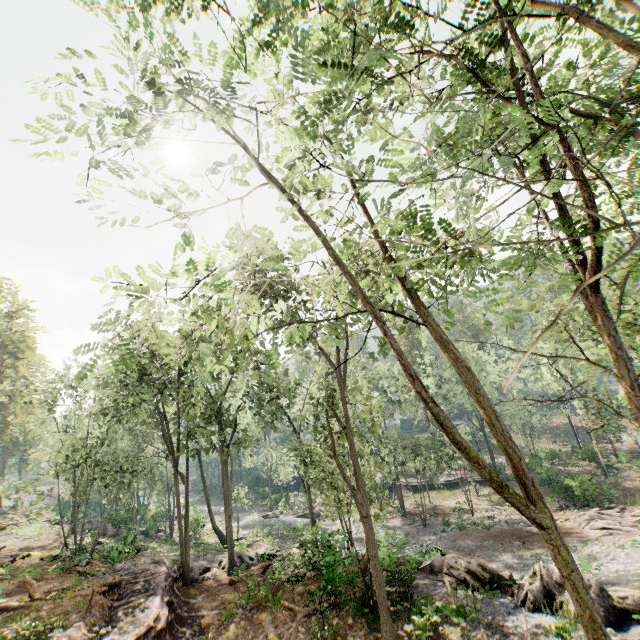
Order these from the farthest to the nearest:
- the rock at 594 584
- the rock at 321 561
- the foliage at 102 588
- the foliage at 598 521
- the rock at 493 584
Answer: the foliage at 598 521
the rock at 321 561
the foliage at 102 588
the rock at 493 584
the rock at 594 584

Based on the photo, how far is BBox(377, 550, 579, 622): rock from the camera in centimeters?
1354cm

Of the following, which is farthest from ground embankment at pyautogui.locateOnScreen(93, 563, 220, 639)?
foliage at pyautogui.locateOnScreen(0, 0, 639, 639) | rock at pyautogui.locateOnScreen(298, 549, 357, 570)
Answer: rock at pyautogui.locateOnScreen(298, 549, 357, 570)

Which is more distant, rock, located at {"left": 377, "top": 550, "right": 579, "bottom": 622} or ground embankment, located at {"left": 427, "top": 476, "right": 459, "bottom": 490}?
ground embankment, located at {"left": 427, "top": 476, "right": 459, "bottom": 490}

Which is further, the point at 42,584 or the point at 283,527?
the point at 283,527

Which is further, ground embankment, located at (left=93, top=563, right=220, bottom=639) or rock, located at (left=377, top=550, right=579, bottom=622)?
rock, located at (left=377, top=550, right=579, bottom=622)

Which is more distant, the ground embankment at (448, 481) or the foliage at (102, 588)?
the ground embankment at (448, 481)

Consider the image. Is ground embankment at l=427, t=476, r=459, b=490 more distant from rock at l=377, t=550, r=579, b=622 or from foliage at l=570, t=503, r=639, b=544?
rock at l=377, t=550, r=579, b=622
